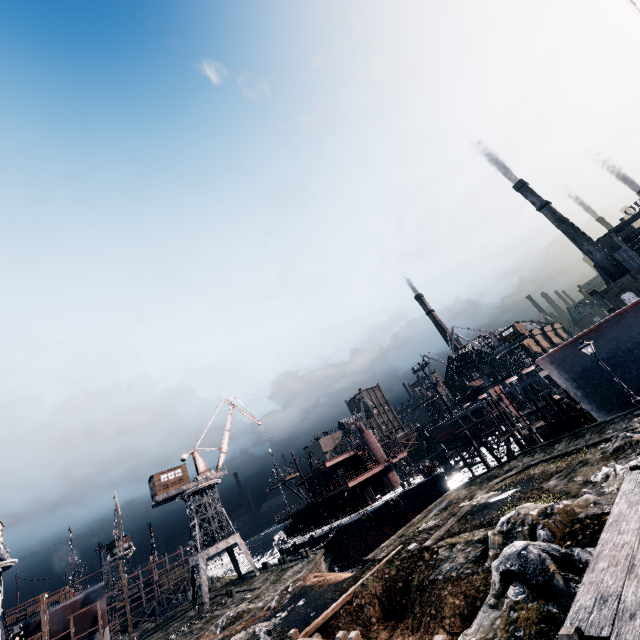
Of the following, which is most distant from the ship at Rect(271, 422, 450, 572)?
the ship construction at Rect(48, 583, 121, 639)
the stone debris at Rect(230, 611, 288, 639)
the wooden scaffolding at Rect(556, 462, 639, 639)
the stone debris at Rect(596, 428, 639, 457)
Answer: the wooden scaffolding at Rect(556, 462, 639, 639)

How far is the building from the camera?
44.5m

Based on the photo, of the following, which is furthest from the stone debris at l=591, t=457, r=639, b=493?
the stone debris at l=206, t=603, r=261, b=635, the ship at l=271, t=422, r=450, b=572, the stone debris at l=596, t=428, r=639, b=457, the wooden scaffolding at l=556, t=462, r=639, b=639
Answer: the ship at l=271, t=422, r=450, b=572

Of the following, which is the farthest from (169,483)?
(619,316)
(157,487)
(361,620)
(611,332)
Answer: (619,316)

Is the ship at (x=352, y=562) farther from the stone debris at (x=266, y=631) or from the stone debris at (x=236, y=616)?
the stone debris at (x=266, y=631)

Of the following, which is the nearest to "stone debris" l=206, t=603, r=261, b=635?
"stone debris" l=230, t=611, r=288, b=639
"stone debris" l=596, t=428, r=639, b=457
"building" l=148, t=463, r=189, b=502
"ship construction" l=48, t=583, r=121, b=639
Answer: "stone debris" l=230, t=611, r=288, b=639

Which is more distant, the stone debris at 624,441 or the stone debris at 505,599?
the stone debris at 624,441

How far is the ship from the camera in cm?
3603
